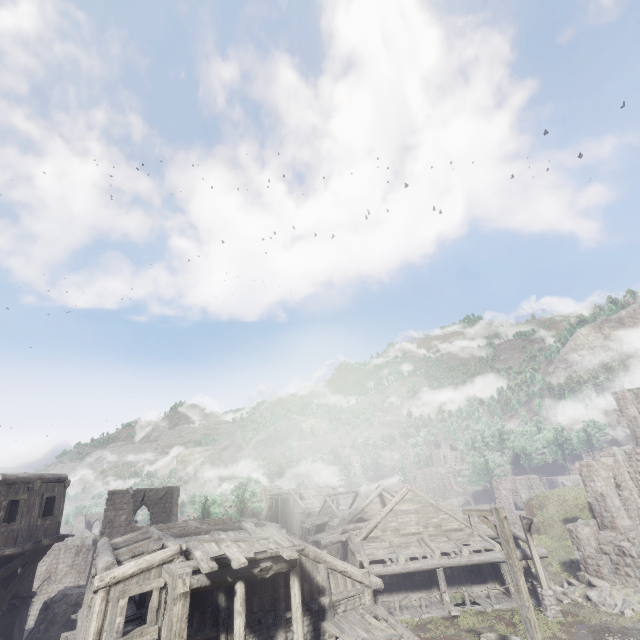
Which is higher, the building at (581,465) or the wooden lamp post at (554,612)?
the building at (581,465)

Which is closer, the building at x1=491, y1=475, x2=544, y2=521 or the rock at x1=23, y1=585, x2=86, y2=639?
the rock at x1=23, y1=585, x2=86, y2=639

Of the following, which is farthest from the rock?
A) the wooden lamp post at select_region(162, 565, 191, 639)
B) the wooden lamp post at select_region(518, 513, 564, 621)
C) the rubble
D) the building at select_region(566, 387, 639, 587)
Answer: the rubble

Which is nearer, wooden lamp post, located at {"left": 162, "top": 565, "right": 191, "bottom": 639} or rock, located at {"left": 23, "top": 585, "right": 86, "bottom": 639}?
wooden lamp post, located at {"left": 162, "top": 565, "right": 191, "bottom": 639}

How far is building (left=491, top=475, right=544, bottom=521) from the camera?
45.44m

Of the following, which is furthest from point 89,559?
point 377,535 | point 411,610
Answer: point 411,610

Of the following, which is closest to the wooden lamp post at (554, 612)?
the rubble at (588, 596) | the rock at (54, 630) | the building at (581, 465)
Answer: the building at (581, 465)
